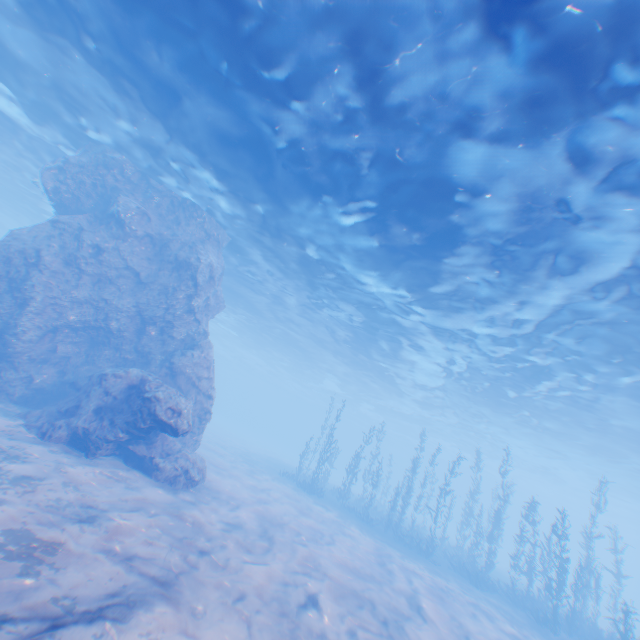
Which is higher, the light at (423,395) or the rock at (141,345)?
the light at (423,395)

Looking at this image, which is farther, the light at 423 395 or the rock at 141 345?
the rock at 141 345

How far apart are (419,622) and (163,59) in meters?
20.1 m

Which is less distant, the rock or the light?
the light

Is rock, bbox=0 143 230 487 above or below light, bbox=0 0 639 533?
A: below
